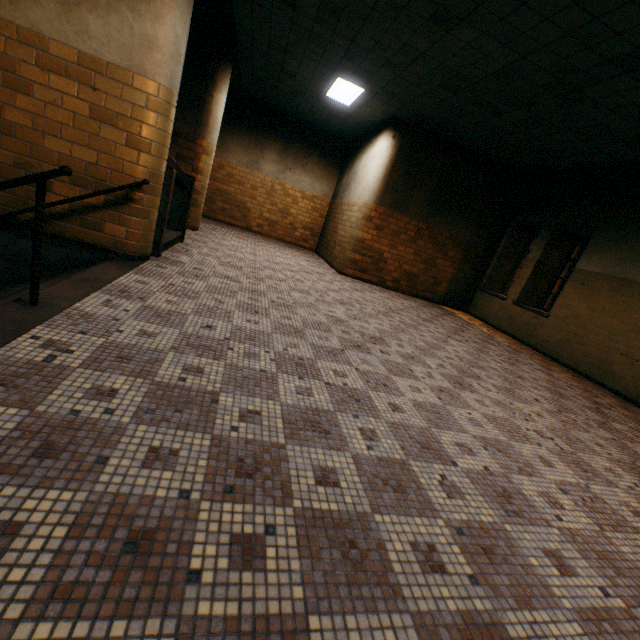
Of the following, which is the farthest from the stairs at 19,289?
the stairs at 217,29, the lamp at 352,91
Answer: the lamp at 352,91

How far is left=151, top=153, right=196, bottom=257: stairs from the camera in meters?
4.3 m

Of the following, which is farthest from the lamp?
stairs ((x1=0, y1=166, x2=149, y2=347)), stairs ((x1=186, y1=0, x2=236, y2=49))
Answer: stairs ((x1=0, y1=166, x2=149, y2=347))

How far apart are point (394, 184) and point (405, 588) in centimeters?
844cm

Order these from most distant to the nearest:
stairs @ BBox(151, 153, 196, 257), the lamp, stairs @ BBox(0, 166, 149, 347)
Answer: the lamp < stairs @ BBox(151, 153, 196, 257) < stairs @ BBox(0, 166, 149, 347)

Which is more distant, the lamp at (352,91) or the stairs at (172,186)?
the lamp at (352,91)

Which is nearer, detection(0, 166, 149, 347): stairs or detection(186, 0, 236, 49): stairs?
detection(0, 166, 149, 347): stairs
